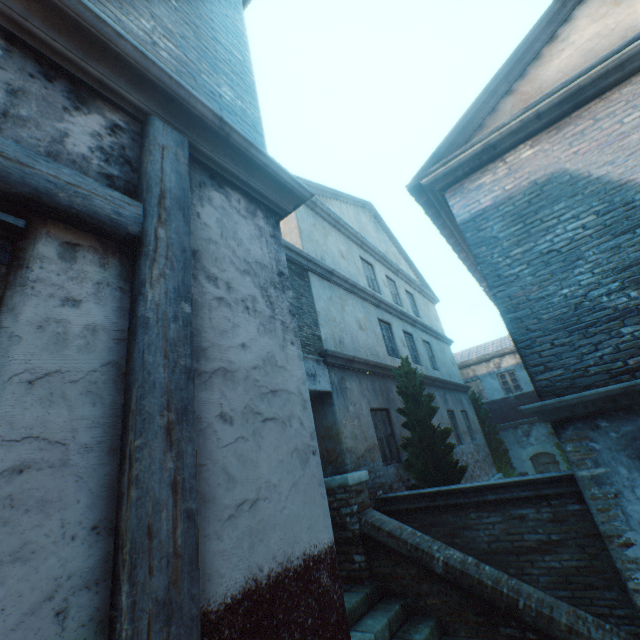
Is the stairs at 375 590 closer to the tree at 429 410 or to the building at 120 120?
the building at 120 120

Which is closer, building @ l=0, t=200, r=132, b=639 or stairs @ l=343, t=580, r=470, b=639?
building @ l=0, t=200, r=132, b=639

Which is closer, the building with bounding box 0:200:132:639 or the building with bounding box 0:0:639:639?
the building with bounding box 0:200:132:639

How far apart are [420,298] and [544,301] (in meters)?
12.01

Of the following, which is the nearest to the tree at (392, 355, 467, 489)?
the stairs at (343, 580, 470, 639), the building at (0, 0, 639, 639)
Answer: the stairs at (343, 580, 470, 639)

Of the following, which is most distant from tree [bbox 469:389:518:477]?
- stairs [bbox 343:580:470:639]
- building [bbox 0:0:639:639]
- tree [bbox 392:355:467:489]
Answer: building [bbox 0:0:639:639]

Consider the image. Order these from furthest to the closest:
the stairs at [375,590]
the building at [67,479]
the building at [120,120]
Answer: the stairs at [375,590] < the building at [120,120] < the building at [67,479]
